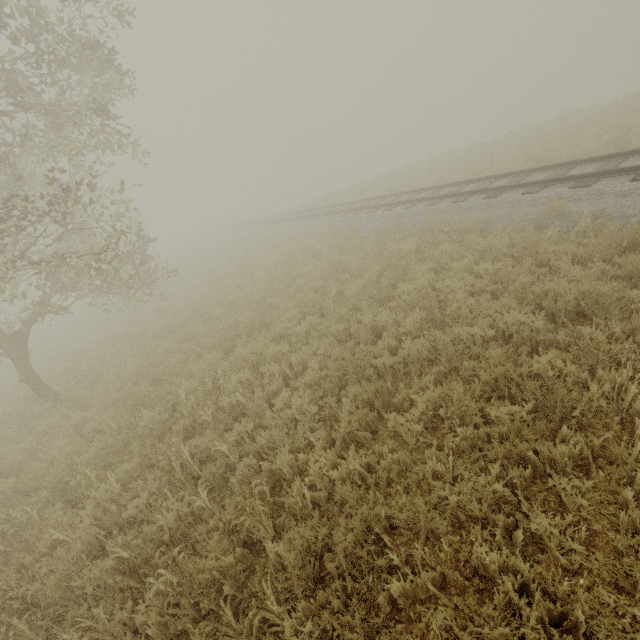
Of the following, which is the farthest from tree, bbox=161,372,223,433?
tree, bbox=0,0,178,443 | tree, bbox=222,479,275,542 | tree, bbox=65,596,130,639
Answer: tree, bbox=222,479,275,542

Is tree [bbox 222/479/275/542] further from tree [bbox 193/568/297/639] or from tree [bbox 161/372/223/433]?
tree [bbox 161/372/223/433]

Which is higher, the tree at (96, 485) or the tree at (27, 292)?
the tree at (27, 292)

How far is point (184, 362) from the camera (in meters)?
9.41

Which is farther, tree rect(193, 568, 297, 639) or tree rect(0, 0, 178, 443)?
tree rect(0, 0, 178, 443)

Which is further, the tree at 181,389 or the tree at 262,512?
the tree at 181,389

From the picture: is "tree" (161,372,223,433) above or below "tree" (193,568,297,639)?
above

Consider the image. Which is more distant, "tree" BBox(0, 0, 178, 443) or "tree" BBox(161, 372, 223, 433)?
"tree" BBox(0, 0, 178, 443)
